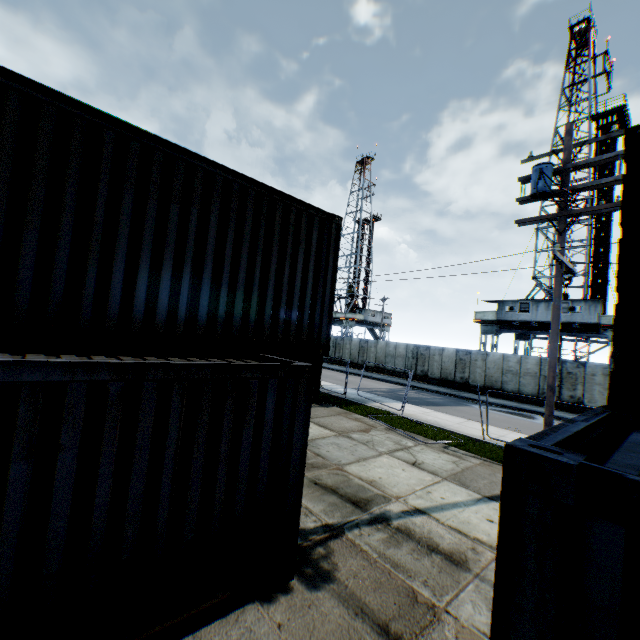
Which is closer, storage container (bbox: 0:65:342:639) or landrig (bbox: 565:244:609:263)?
storage container (bbox: 0:65:342:639)

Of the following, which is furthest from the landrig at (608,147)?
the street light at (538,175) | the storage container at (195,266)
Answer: the storage container at (195,266)

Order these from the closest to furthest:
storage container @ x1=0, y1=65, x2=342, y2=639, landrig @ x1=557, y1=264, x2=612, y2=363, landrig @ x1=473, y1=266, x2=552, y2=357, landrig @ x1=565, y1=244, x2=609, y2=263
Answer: storage container @ x1=0, y1=65, x2=342, y2=639 < landrig @ x1=557, y1=264, x2=612, y2=363 < landrig @ x1=473, y1=266, x2=552, y2=357 < landrig @ x1=565, y1=244, x2=609, y2=263

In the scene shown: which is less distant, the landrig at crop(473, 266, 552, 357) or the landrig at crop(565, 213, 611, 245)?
the landrig at crop(473, 266, 552, 357)

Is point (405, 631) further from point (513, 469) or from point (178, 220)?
point (178, 220)

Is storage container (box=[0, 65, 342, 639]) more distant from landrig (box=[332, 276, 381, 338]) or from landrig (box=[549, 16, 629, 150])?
landrig (box=[332, 276, 381, 338])

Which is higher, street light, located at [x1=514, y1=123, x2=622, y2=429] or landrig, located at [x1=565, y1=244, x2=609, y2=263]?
landrig, located at [x1=565, y1=244, x2=609, y2=263]

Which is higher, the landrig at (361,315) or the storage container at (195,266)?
the landrig at (361,315)
